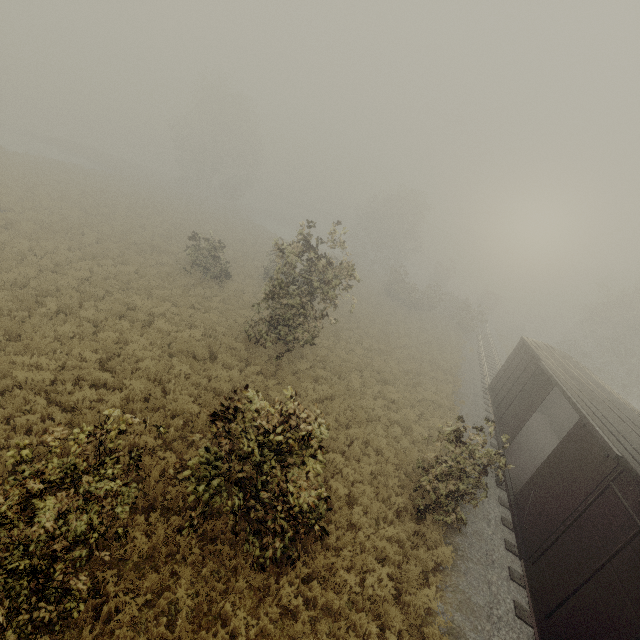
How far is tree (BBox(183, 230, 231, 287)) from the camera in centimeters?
1992cm

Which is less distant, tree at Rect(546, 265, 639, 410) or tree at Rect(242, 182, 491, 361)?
tree at Rect(242, 182, 491, 361)

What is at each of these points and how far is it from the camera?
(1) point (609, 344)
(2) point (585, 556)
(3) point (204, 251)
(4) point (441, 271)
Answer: (1) tree, 29.7 meters
(2) boxcar, 6.5 meters
(3) tree, 20.1 meters
(4) tree, 58.3 meters

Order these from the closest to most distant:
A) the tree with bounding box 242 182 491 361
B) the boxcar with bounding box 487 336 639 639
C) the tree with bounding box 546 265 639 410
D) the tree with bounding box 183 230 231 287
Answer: the boxcar with bounding box 487 336 639 639 → the tree with bounding box 242 182 491 361 → the tree with bounding box 183 230 231 287 → the tree with bounding box 546 265 639 410

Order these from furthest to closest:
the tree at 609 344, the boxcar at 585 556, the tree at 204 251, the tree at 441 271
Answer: the tree at 609 344, the tree at 204 251, the tree at 441 271, the boxcar at 585 556

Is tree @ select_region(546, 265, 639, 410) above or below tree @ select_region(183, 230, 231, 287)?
above

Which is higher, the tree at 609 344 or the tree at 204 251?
the tree at 609 344
